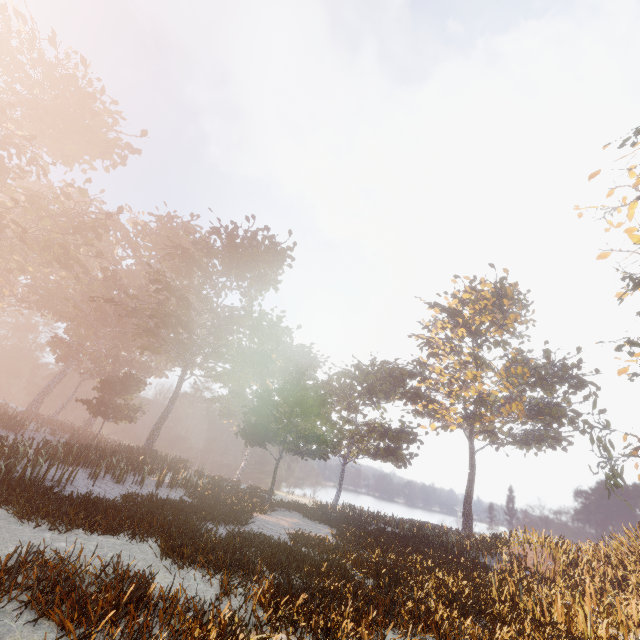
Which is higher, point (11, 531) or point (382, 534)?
point (382, 534)
